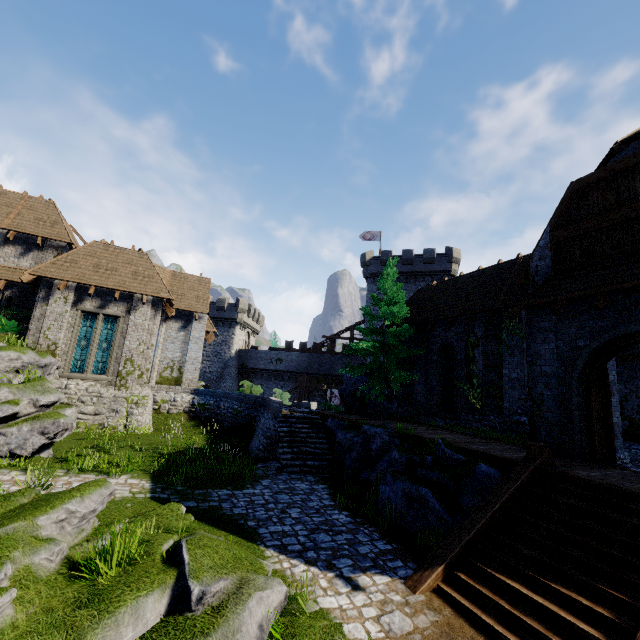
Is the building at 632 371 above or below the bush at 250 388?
below

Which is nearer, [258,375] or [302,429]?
[302,429]

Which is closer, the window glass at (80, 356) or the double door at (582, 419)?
the double door at (582, 419)

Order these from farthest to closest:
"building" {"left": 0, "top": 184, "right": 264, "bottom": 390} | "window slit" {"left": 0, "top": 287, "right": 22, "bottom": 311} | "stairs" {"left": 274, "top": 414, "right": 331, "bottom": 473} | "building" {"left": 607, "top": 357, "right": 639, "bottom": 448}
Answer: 1. "window slit" {"left": 0, "top": 287, "right": 22, "bottom": 311}
2. "building" {"left": 0, "top": 184, "right": 264, "bottom": 390}
3. "stairs" {"left": 274, "top": 414, "right": 331, "bottom": 473}
4. "building" {"left": 607, "top": 357, "right": 639, "bottom": 448}

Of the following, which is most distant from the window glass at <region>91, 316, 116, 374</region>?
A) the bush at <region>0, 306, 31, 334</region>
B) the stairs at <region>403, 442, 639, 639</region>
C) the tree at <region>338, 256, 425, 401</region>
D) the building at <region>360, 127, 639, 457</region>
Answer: the stairs at <region>403, 442, 639, 639</region>

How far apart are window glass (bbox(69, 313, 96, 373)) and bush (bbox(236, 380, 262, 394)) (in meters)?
8.33

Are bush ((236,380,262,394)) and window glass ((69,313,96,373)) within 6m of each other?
no

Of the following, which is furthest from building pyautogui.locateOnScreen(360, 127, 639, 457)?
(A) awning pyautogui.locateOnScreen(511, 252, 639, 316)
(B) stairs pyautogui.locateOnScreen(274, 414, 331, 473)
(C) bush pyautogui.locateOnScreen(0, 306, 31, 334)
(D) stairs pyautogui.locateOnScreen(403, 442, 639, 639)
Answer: (C) bush pyautogui.locateOnScreen(0, 306, 31, 334)
